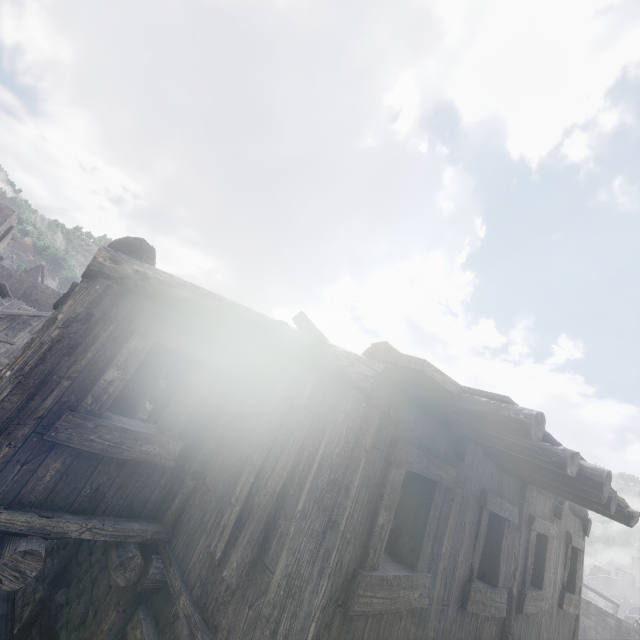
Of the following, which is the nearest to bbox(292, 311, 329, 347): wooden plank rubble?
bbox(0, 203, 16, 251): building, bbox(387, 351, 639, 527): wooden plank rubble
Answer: bbox(0, 203, 16, 251): building

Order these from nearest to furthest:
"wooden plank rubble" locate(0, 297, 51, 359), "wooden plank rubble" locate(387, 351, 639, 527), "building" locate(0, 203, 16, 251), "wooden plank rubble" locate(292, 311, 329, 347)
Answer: "wooden plank rubble" locate(387, 351, 639, 527), "wooden plank rubble" locate(292, 311, 329, 347), "wooden plank rubble" locate(0, 297, 51, 359), "building" locate(0, 203, 16, 251)

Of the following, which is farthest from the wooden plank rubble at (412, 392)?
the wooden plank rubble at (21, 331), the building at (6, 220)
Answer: the wooden plank rubble at (21, 331)

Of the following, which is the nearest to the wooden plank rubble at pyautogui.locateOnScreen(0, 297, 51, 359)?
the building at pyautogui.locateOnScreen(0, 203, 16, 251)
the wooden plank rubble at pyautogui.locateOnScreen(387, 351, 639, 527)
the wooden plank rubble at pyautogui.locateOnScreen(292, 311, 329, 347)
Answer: the building at pyautogui.locateOnScreen(0, 203, 16, 251)

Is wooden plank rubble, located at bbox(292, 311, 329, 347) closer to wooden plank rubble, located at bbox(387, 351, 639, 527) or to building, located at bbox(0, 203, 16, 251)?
building, located at bbox(0, 203, 16, 251)

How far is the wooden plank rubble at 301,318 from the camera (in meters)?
3.88

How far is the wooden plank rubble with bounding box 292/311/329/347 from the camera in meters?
3.9

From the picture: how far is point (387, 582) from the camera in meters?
3.0
